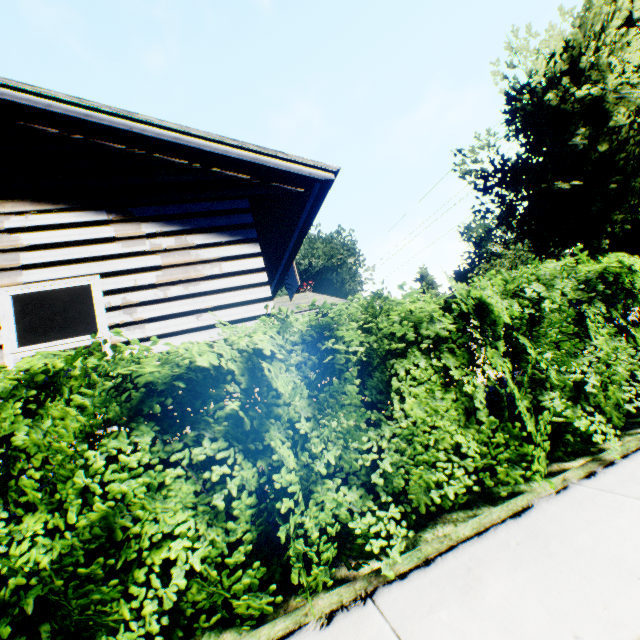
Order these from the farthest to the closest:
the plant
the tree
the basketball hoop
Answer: the plant → the basketball hoop → the tree

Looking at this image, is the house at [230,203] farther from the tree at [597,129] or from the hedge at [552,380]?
the tree at [597,129]

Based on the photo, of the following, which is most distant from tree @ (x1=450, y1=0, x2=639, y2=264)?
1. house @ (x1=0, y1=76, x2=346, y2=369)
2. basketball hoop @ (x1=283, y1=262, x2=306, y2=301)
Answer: basketball hoop @ (x1=283, y1=262, x2=306, y2=301)

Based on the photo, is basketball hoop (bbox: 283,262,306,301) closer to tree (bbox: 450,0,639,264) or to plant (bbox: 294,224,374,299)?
tree (bbox: 450,0,639,264)

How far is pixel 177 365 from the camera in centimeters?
254cm

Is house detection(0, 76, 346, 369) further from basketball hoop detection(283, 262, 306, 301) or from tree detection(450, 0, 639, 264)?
tree detection(450, 0, 639, 264)

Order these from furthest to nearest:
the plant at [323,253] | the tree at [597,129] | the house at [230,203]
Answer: the plant at [323,253] < the tree at [597,129] < the house at [230,203]

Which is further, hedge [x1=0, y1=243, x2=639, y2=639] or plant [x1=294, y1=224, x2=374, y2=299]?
plant [x1=294, y1=224, x2=374, y2=299]
